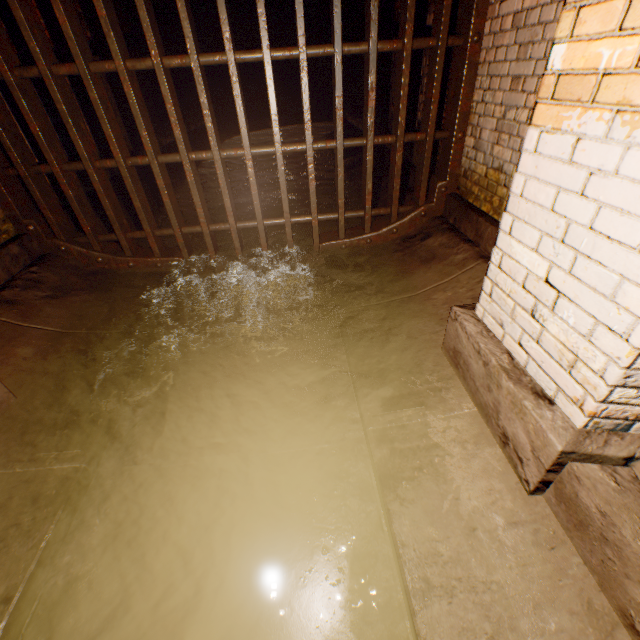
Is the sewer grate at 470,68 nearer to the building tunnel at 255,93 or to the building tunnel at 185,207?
the building tunnel at 185,207

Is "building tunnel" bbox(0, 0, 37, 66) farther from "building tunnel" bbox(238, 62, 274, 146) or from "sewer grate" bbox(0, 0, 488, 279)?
"building tunnel" bbox(238, 62, 274, 146)

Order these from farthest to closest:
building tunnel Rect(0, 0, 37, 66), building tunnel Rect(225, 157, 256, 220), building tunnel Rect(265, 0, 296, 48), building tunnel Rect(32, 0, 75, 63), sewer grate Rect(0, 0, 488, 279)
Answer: building tunnel Rect(265, 0, 296, 48)
building tunnel Rect(225, 157, 256, 220)
building tunnel Rect(32, 0, 75, 63)
building tunnel Rect(0, 0, 37, 66)
sewer grate Rect(0, 0, 488, 279)

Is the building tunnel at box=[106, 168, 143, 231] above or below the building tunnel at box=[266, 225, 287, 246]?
above

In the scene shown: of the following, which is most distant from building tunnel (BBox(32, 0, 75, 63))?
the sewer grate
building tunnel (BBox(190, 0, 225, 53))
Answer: building tunnel (BBox(190, 0, 225, 53))

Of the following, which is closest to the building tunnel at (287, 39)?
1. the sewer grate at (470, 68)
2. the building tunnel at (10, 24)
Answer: the building tunnel at (10, 24)

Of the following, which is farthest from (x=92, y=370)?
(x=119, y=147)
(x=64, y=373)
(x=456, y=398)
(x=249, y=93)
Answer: (x=249, y=93)
